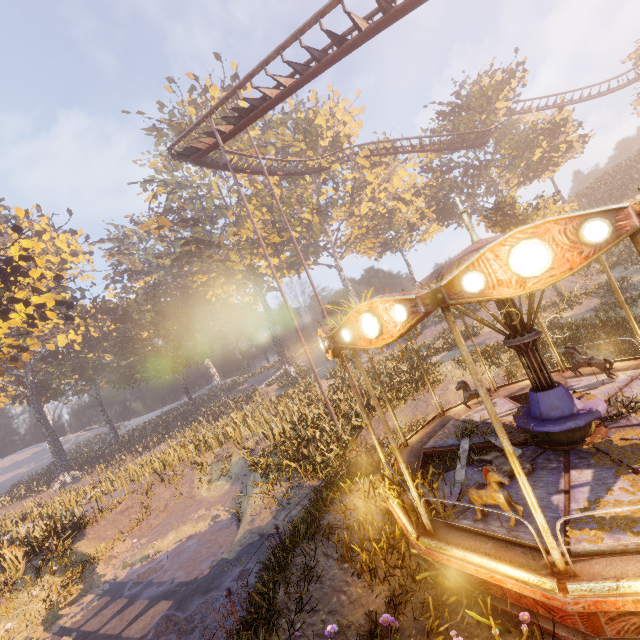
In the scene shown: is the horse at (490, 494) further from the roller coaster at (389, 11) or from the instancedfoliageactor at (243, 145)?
the roller coaster at (389, 11)

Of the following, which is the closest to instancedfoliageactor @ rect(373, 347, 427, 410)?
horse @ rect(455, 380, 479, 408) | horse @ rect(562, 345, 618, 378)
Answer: horse @ rect(455, 380, 479, 408)

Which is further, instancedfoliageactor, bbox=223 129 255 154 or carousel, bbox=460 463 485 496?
instancedfoliageactor, bbox=223 129 255 154

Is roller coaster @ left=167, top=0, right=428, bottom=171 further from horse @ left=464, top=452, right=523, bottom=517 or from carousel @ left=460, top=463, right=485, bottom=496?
horse @ left=464, top=452, right=523, bottom=517

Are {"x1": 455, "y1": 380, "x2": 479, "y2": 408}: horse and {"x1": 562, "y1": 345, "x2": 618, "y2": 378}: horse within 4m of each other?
yes

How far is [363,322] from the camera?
4.58m

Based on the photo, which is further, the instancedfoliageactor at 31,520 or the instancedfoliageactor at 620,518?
the instancedfoliageactor at 31,520

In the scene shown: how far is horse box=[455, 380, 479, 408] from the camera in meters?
9.4
